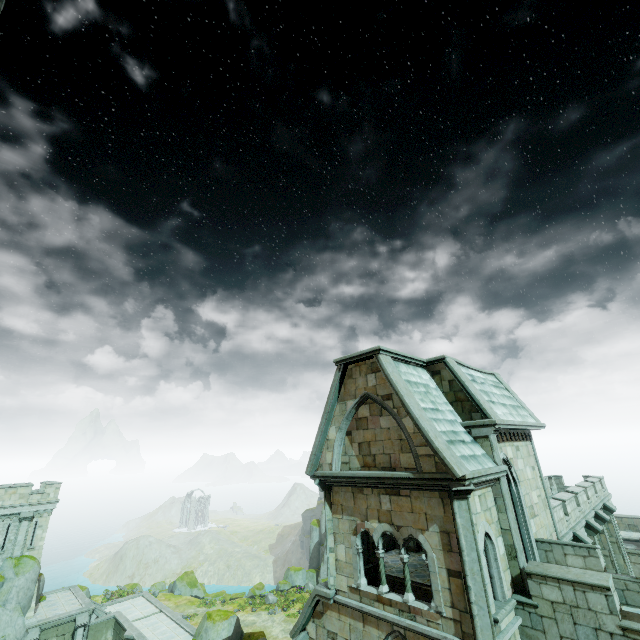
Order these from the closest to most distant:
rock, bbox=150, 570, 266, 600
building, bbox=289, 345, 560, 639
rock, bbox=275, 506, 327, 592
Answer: building, bbox=289, 345, 560, 639 → rock, bbox=150, 570, 266, 600 → rock, bbox=275, 506, 327, 592

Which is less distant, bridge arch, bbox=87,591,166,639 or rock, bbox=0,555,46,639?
rock, bbox=0,555,46,639

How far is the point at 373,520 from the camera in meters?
11.5

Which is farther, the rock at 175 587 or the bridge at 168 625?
the rock at 175 587

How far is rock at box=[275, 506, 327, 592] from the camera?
48.0 meters

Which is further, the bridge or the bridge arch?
the bridge arch

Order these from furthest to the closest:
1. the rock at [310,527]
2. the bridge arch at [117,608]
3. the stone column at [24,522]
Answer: the rock at [310,527], the bridge arch at [117,608], the stone column at [24,522]

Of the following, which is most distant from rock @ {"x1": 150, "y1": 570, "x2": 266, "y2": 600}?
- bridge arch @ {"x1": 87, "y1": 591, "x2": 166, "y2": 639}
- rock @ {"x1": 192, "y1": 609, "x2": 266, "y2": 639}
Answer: rock @ {"x1": 192, "y1": 609, "x2": 266, "y2": 639}
